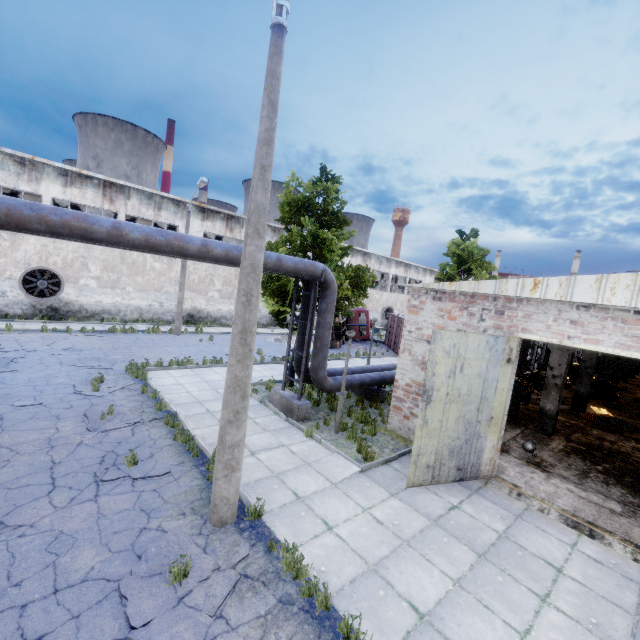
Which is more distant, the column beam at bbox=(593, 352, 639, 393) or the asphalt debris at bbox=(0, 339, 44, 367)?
the column beam at bbox=(593, 352, 639, 393)

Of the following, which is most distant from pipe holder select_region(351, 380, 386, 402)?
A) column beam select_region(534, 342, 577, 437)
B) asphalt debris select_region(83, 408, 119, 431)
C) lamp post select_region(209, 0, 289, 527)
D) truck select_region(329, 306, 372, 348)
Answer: truck select_region(329, 306, 372, 348)

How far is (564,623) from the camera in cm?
485

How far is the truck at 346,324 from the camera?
24.72m

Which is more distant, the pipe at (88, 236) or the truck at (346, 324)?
the truck at (346, 324)

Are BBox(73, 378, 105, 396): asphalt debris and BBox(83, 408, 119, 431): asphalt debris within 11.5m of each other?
yes

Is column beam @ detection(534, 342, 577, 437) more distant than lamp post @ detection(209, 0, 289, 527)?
Yes

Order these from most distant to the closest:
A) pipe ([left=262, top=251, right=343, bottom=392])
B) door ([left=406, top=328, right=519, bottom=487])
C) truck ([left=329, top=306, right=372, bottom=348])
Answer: truck ([left=329, top=306, right=372, bottom=348]), pipe ([left=262, top=251, right=343, bottom=392]), door ([left=406, top=328, right=519, bottom=487])
